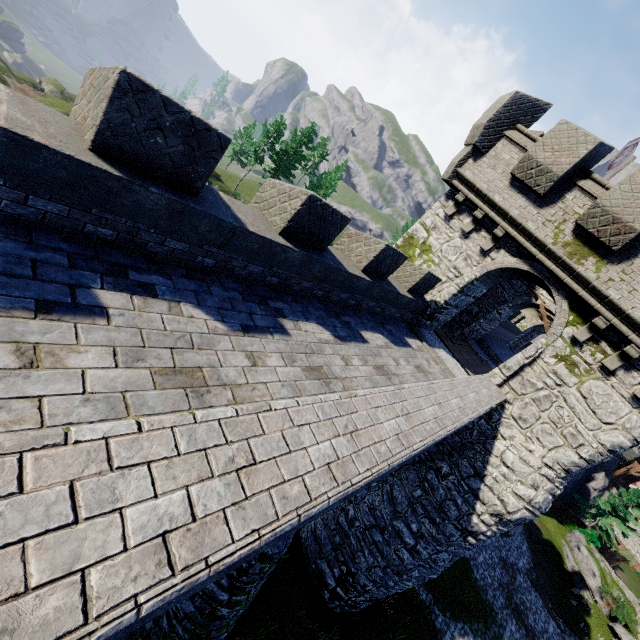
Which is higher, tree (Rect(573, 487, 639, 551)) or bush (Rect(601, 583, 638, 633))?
tree (Rect(573, 487, 639, 551))

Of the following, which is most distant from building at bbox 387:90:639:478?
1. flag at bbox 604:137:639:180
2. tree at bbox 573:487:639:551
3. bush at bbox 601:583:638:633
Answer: tree at bbox 573:487:639:551

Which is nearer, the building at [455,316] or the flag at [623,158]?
the building at [455,316]

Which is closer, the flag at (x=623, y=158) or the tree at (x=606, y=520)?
the flag at (x=623, y=158)

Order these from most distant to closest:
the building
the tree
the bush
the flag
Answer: the tree → the bush → the flag → the building

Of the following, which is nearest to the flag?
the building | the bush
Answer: the building

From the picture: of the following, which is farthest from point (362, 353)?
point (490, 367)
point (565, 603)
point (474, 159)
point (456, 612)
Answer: point (565, 603)

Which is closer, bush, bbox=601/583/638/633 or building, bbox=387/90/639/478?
building, bbox=387/90/639/478
